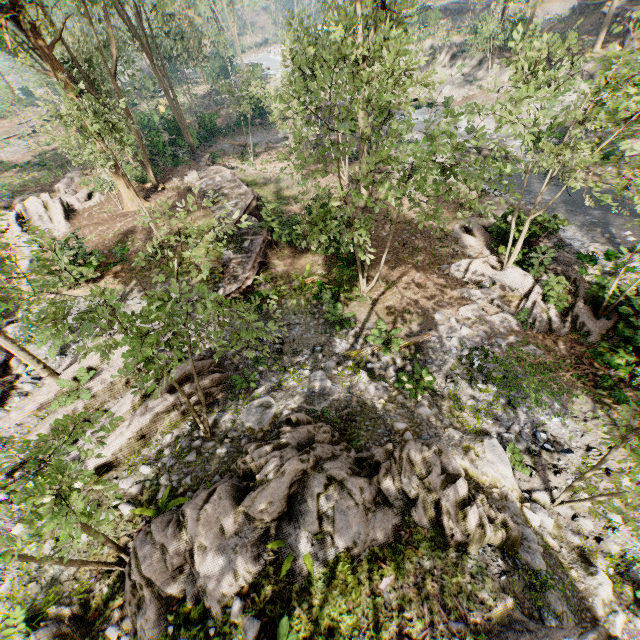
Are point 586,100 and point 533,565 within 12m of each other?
no

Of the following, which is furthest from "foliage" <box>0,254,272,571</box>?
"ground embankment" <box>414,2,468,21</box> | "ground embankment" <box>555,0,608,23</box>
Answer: "ground embankment" <box>555,0,608,23</box>

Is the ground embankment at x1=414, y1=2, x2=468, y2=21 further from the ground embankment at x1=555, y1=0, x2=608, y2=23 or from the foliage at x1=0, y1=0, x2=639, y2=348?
A: the ground embankment at x1=555, y1=0, x2=608, y2=23

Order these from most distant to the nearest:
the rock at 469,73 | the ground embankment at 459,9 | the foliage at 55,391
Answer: the ground embankment at 459,9
the rock at 469,73
the foliage at 55,391

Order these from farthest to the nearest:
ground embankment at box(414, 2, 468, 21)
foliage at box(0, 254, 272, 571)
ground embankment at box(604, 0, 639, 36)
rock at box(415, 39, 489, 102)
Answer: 1. ground embankment at box(414, 2, 468, 21)
2. rock at box(415, 39, 489, 102)
3. ground embankment at box(604, 0, 639, 36)
4. foliage at box(0, 254, 272, 571)

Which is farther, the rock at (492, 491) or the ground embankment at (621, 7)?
the ground embankment at (621, 7)

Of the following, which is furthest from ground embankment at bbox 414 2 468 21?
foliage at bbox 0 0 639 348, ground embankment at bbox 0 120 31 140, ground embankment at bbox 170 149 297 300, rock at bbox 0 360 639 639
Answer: rock at bbox 0 360 639 639
